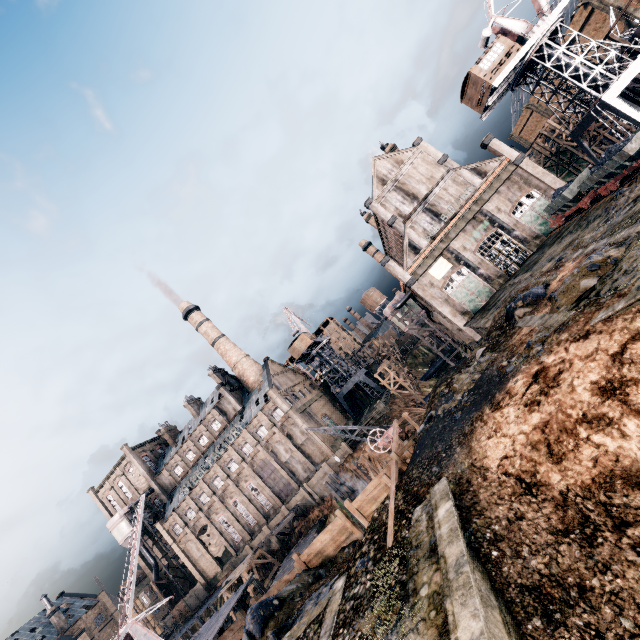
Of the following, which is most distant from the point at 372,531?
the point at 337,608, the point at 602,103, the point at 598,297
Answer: the point at 602,103

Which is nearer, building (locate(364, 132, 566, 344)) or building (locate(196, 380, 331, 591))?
building (locate(364, 132, 566, 344))

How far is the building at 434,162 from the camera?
39.1m

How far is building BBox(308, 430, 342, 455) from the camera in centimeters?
5366cm

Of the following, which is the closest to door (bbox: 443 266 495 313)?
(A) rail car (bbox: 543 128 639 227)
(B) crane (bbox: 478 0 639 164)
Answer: (A) rail car (bbox: 543 128 639 227)

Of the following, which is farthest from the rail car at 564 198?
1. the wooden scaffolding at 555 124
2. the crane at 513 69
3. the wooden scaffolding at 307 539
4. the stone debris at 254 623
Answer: the wooden scaffolding at 307 539

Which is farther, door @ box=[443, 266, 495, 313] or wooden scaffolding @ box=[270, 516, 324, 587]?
wooden scaffolding @ box=[270, 516, 324, 587]

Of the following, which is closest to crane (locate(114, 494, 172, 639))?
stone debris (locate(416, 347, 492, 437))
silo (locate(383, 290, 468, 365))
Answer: stone debris (locate(416, 347, 492, 437))
